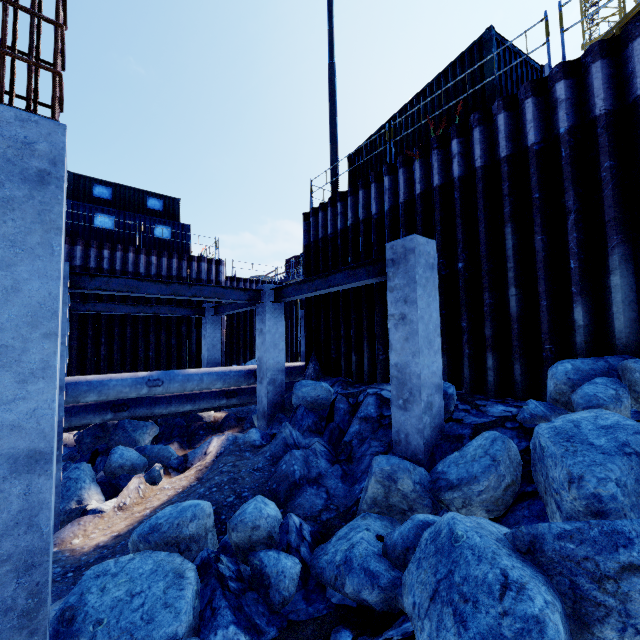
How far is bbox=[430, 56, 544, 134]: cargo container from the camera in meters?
7.7 m

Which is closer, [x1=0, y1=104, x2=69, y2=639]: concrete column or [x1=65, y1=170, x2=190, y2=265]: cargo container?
[x1=0, y1=104, x2=69, y2=639]: concrete column

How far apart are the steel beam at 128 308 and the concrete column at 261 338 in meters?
4.5

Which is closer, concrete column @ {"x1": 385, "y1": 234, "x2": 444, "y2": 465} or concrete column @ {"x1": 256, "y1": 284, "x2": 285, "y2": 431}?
concrete column @ {"x1": 385, "y1": 234, "x2": 444, "y2": 465}

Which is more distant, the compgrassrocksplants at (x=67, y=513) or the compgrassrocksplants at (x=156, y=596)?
the compgrassrocksplants at (x=67, y=513)

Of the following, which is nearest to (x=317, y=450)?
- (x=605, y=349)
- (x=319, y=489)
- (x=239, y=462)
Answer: (x=319, y=489)

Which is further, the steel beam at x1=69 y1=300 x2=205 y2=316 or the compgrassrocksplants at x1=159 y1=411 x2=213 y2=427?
the compgrassrocksplants at x1=159 y1=411 x2=213 y2=427

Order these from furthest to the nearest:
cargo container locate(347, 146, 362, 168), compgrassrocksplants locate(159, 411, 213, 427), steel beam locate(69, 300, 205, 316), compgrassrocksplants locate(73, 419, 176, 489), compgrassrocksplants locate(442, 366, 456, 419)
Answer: cargo container locate(347, 146, 362, 168) < compgrassrocksplants locate(159, 411, 213, 427) < steel beam locate(69, 300, 205, 316) < compgrassrocksplants locate(73, 419, 176, 489) < compgrassrocksplants locate(442, 366, 456, 419)
